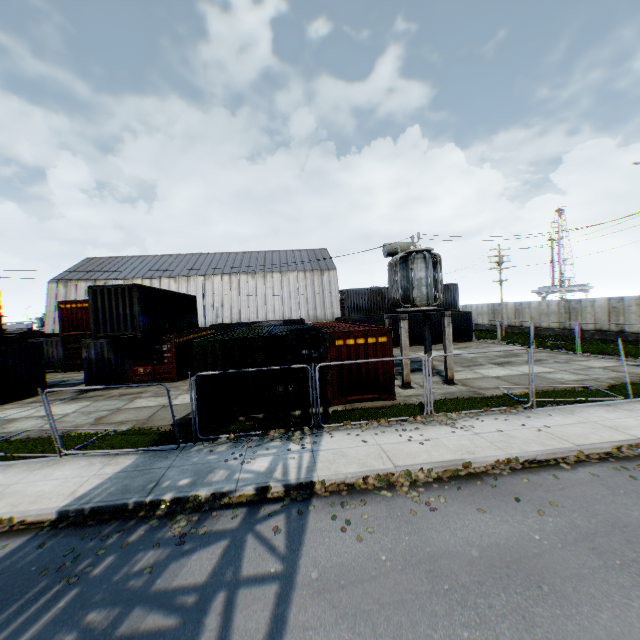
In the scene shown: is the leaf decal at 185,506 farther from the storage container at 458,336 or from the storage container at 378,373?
the storage container at 458,336

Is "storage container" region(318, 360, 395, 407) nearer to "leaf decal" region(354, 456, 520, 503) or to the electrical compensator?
the electrical compensator

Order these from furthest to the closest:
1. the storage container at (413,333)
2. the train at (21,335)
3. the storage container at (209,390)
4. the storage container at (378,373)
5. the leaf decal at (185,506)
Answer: the storage container at (413,333) < the train at (21,335) < the storage container at (378,373) < the storage container at (209,390) < the leaf decal at (185,506)

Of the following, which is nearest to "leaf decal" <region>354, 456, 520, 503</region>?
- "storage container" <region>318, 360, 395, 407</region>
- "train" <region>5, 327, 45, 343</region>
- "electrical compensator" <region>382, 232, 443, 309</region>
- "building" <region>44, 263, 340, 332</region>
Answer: "storage container" <region>318, 360, 395, 407</region>

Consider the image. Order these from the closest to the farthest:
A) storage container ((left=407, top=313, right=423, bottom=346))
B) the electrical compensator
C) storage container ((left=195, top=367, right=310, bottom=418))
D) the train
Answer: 1. storage container ((left=195, top=367, right=310, bottom=418))
2. the electrical compensator
3. the train
4. storage container ((left=407, top=313, right=423, bottom=346))

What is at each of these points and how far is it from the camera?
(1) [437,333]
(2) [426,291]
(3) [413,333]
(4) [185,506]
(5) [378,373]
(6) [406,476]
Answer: (1) storage container, 30.9m
(2) electrical compensator, 15.0m
(3) storage container, 30.6m
(4) leaf decal, 6.9m
(5) storage container, 13.1m
(6) leaf decal, 7.5m

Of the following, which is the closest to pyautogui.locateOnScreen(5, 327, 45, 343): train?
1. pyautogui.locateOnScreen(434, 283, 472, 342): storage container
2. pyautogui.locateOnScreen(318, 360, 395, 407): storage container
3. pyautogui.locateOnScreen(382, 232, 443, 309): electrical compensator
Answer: pyautogui.locateOnScreen(318, 360, 395, 407): storage container

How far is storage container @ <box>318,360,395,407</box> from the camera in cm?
1281
